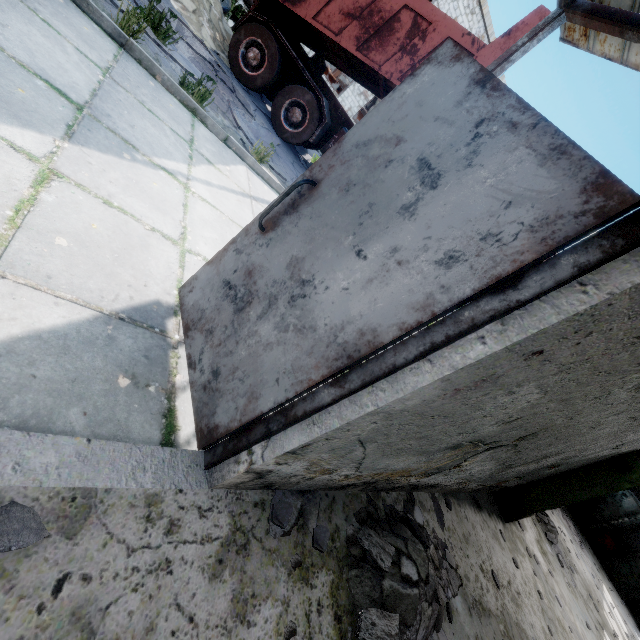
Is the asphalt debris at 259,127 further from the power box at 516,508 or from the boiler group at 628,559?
the boiler group at 628,559

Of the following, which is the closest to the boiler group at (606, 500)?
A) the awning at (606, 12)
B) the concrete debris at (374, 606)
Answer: the concrete debris at (374, 606)

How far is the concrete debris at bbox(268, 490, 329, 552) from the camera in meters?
2.0 m

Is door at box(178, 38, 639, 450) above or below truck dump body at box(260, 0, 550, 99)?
below

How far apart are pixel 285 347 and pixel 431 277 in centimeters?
78cm

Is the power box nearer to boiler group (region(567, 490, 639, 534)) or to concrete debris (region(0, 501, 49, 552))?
concrete debris (region(0, 501, 49, 552))

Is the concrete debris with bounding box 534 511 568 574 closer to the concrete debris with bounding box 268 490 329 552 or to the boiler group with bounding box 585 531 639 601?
the boiler group with bounding box 585 531 639 601

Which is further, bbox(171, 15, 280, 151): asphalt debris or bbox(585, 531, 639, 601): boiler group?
bbox(585, 531, 639, 601): boiler group
